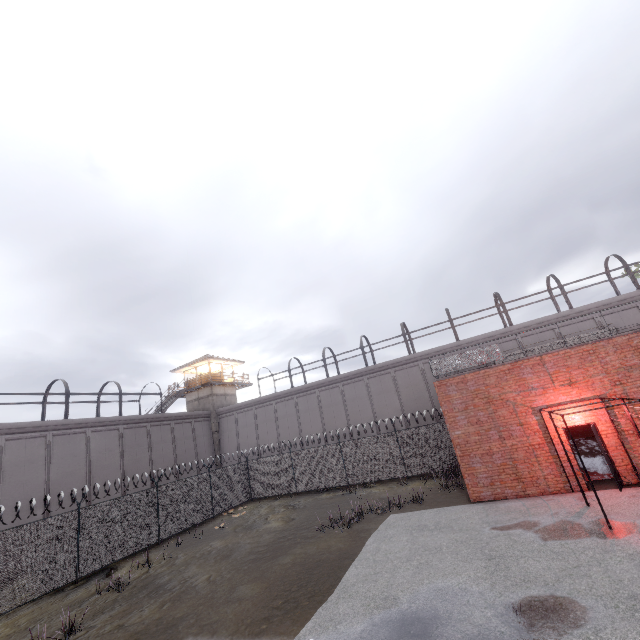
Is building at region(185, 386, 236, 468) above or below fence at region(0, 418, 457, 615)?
above

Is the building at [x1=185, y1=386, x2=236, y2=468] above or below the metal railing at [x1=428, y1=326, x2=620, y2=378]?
above

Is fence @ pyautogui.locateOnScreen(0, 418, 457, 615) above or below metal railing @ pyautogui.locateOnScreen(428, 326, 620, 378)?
below

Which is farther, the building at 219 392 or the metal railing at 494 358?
the building at 219 392

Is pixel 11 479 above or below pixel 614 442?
above

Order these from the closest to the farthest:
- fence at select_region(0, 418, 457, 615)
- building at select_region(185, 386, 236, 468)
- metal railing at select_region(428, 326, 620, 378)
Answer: fence at select_region(0, 418, 457, 615)
metal railing at select_region(428, 326, 620, 378)
building at select_region(185, 386, 236, 468)

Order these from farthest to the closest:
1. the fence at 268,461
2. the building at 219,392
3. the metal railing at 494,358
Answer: the building at 219,392 < the metal railing at 494,358 < the fence at 268,461

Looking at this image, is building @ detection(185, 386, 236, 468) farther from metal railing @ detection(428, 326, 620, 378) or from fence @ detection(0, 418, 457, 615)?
metal railing @ detection(428, 326, 620, 378)
